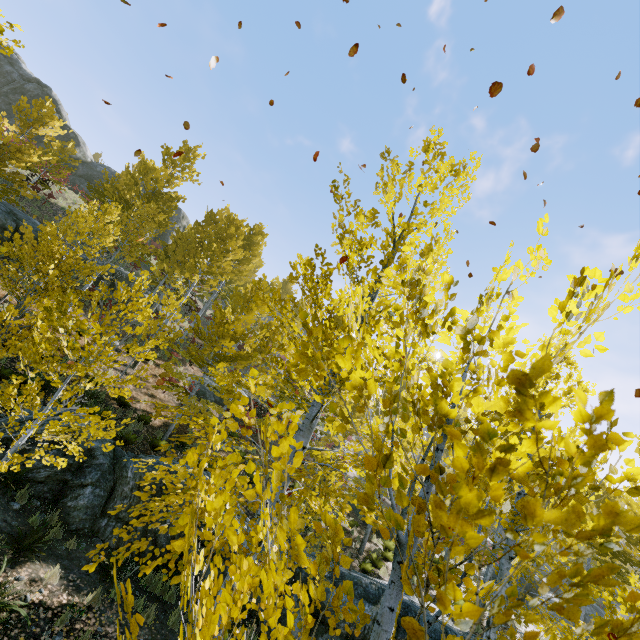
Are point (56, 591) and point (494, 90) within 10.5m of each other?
no

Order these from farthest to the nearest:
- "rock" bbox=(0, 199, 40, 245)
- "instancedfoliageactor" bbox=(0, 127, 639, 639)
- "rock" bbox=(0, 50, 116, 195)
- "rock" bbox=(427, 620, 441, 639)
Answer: "rock" bbox=(0, 50, 116, 195) → "rock" bbox=(0, 199, 40, 245) → "rock" bbox=(427, 620, 441, 639) → "instancedfoliageactor" bbox=(0, 127, 639, 639)

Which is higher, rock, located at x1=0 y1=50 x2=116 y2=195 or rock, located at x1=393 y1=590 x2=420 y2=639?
rock, located at x1=0 y1=50 x2=116 y2=195

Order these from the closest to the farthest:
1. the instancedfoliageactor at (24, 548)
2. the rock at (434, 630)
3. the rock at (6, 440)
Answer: the instancedfoliageactor at (24, 548)
the rock at (6, 440)
the rock at (434, 630)

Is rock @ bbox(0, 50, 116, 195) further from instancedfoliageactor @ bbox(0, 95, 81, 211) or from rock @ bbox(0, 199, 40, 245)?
rock @ bbox(0, 199, 40, 245)

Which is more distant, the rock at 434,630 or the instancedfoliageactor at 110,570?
the rock at 434,630

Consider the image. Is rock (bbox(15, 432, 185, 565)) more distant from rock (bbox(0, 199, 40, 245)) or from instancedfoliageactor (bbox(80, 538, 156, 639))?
rock (bbox(0, 199, 40, 245))

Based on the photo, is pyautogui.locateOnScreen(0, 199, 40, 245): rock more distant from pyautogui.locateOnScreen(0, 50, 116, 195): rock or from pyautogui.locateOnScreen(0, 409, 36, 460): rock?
pyautogui.locateOnScreen(0, 50, 116, 195): rock
